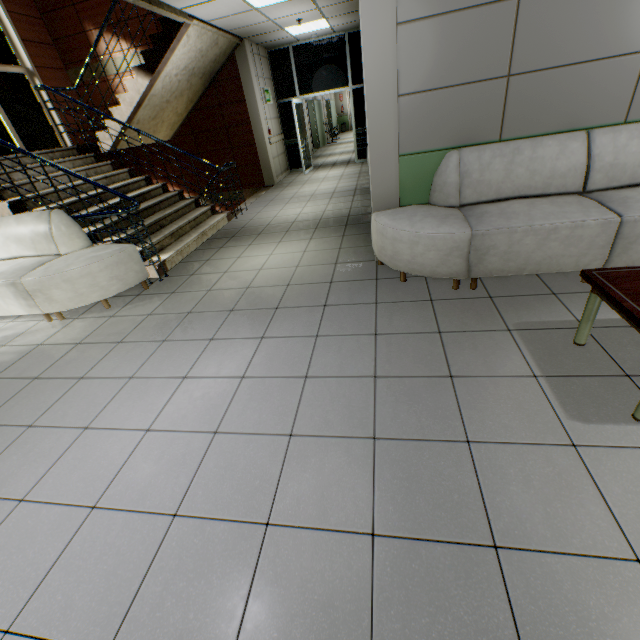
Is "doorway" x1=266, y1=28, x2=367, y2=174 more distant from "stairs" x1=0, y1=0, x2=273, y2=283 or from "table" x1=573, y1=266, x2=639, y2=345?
"table" x1=573, y1=266, x2=639, y2=345

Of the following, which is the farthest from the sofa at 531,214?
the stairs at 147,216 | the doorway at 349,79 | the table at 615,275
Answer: the doorway at 349,79

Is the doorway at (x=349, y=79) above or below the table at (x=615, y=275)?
above

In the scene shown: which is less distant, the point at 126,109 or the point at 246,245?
the point at 246,245

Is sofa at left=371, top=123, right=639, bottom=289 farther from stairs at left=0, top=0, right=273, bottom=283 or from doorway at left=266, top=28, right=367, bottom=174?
doorway at left=266, top=28, right=367, bottom=174

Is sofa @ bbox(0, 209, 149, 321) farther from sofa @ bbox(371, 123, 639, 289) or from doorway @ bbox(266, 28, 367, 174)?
doorway @ bbox(266, 28, 367, 174)

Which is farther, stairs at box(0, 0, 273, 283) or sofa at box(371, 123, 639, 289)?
stairs at box(0, 0, 273, 283)

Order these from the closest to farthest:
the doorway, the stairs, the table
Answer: the table < the stairs < the doorway
